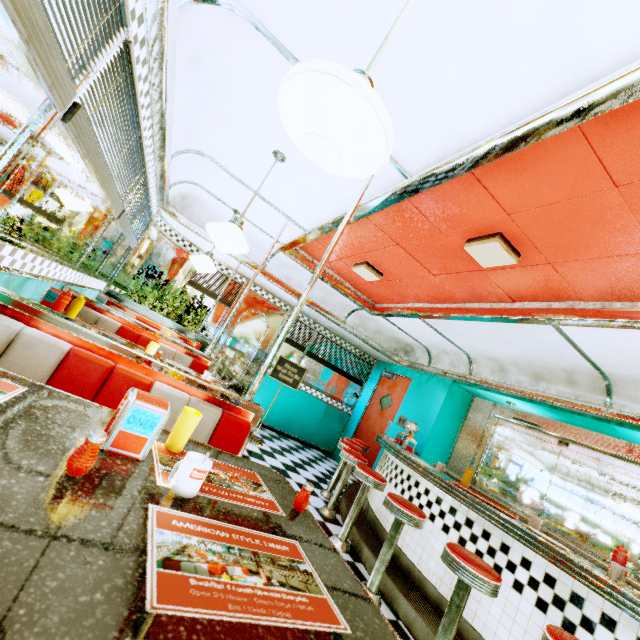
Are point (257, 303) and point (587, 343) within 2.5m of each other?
no

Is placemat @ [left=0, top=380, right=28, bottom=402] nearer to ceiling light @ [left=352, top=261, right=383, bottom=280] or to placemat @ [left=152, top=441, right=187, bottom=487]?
placemat @ [left=152, top=441, right=187, bottom=487]

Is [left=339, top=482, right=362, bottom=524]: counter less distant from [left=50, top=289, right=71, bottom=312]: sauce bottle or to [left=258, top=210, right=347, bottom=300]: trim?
[left=258, top=210, right=347, bottom=300]: trim

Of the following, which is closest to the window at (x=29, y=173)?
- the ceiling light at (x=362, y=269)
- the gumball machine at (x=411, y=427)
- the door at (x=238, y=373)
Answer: the door at (x=238, y=373)

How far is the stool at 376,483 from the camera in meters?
3.4

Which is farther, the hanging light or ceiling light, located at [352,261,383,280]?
ceiling light, located at [352,261,383,280]

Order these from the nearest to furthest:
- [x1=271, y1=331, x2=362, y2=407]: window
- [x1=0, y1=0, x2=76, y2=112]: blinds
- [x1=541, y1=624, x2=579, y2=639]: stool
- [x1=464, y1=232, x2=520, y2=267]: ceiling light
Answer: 1. [x1=0, y1=0, x2=76, y2=112]: blinds
2. [x1=541, y1=624, x2=579, y2=639]: stool
3. [x1=464, y1=232, x2=520, y2=267]: ceiling light
4. [x1=271, y1=331, x2=362, y2=407]: window

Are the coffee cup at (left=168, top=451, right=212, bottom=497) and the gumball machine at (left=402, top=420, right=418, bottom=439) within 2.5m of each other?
no
